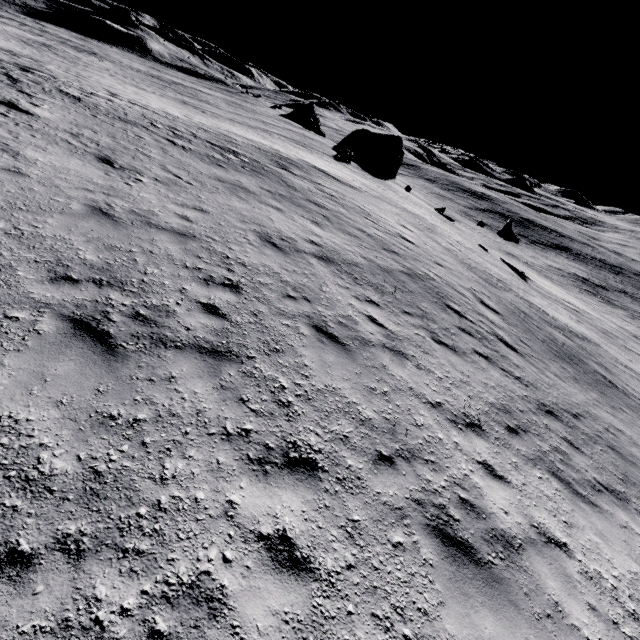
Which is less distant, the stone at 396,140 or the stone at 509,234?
the stone at 509,234

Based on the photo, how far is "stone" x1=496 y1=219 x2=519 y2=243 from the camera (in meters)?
37.75

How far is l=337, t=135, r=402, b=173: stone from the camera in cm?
4372

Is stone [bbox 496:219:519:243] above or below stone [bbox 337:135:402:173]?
below

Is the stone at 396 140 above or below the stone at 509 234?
above

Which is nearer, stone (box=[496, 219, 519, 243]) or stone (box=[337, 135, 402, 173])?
stone (box=[496, 219, 519, 243])

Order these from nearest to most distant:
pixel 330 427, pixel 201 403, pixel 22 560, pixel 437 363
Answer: pixel 22 560 → pixel 201 403 → pixel 330 427 → pixel 437 363
